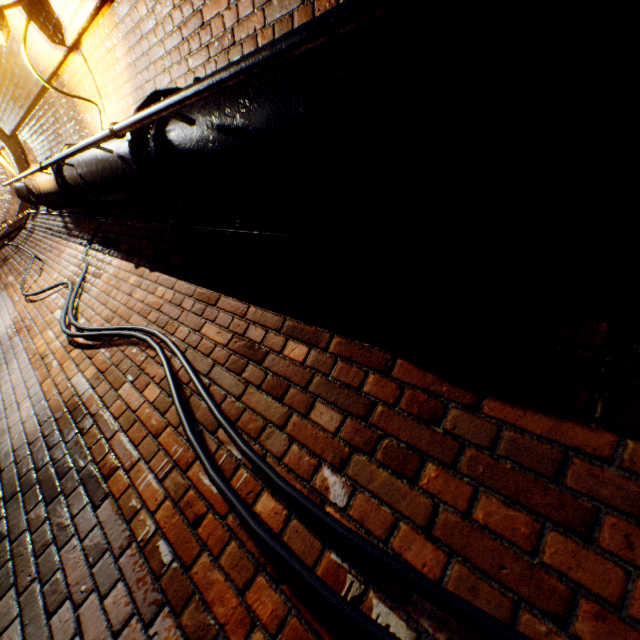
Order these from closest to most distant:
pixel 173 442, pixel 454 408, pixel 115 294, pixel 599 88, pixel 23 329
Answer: pixel 599 88, pixel 454 408, pixel 173 442, pixel 115 294, pixel 23 329

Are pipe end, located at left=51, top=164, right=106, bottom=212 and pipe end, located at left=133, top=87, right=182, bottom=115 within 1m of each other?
no

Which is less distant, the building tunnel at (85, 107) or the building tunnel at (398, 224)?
the building tunnel at (398, 224)

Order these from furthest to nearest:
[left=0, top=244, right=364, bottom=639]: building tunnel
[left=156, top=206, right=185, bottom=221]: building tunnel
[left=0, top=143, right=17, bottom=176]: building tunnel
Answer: [left=0, top=143, right=17, bottom=176]: building tunnel, [left=156, top=206, right=185, bottom=221]: building tunnel, [left=0, top=244, right=364, bottom=639]: building tunnel

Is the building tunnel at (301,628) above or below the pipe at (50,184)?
below

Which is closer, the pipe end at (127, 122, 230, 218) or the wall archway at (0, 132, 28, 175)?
the pipe end at (127, 122, 230, 218)

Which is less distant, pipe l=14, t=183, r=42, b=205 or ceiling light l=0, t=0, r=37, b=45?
ceiling light l=0, t=0, r=37, b=45

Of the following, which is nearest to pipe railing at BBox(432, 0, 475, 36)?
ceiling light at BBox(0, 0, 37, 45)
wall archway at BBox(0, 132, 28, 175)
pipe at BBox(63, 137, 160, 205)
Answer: pipe at BBox(63, 137, 160, 205)
